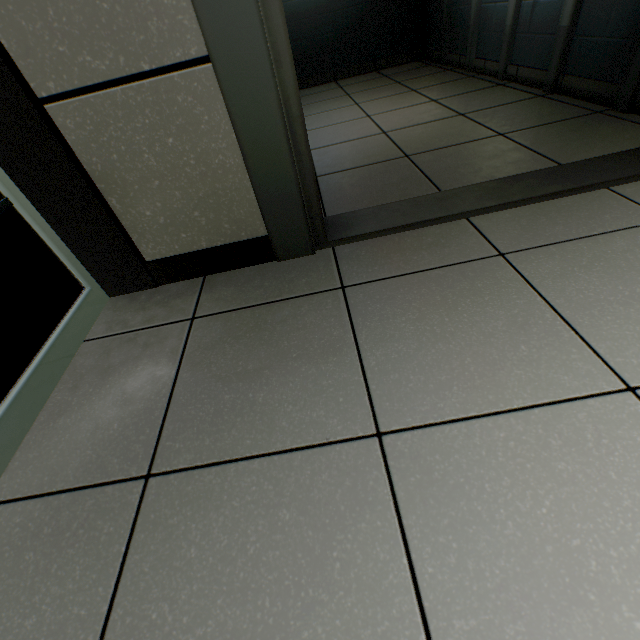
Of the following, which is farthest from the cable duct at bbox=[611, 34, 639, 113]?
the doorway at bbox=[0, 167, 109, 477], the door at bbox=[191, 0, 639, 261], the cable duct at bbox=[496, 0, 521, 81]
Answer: the doorway at bbox=[0, 167, 109, 477]

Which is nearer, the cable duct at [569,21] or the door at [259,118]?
the door at [259,118]

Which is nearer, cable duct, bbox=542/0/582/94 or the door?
the door

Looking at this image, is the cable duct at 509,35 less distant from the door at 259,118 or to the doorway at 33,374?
the door at 259,118

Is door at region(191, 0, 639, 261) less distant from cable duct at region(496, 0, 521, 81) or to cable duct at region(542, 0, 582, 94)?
cable duct at region(542, 0, 582, 94)

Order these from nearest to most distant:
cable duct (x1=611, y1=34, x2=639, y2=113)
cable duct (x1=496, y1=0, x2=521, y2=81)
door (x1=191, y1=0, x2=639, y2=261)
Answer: door (x1=191, y1=0, x2=639, y2=261) → cable duct (x1=611, y1=34, x2=639, y2=113) → cable duct (x1=496, y1=0, x2=521, y2=81)

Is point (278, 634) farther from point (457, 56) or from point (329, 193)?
point (457, 56)

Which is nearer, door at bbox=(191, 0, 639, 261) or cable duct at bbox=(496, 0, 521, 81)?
door at bbox=(191, 0, 639, 261)
